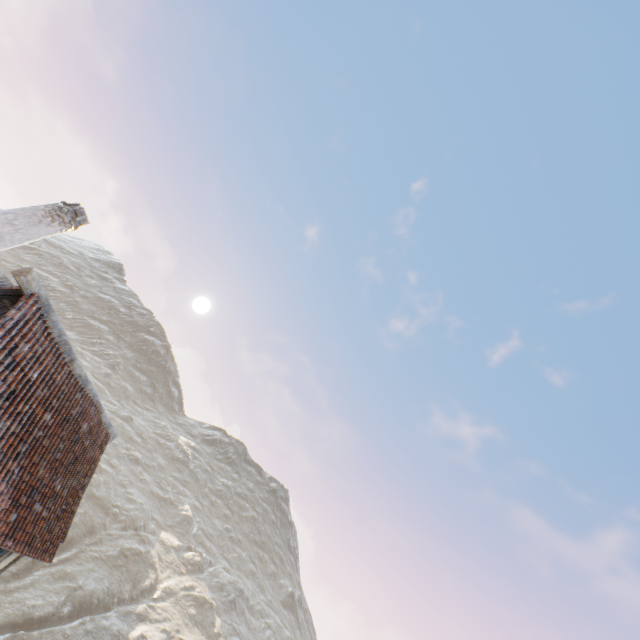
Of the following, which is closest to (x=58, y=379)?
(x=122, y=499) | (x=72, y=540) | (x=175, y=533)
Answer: → (x=72, y=540)

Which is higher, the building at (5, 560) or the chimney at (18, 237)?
the chimney at (18, 237)

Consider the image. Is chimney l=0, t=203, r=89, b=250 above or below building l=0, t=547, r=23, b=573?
above
